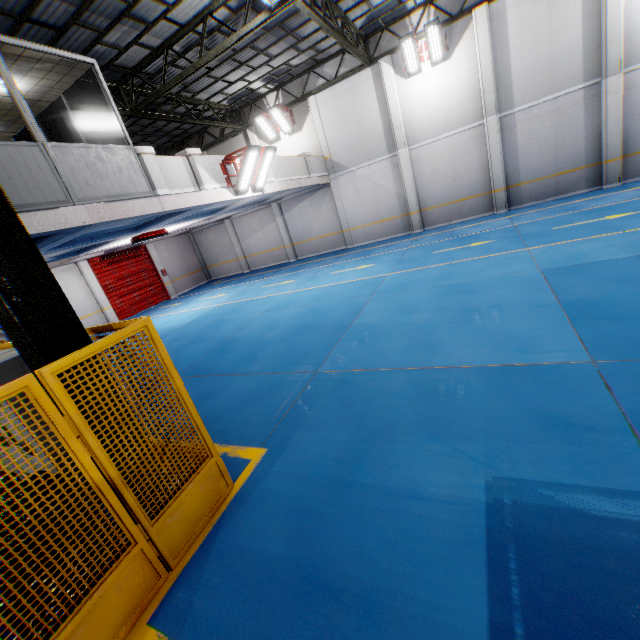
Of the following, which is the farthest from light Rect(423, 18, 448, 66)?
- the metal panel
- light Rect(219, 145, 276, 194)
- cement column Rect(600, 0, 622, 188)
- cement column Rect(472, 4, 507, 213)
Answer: the metal panel

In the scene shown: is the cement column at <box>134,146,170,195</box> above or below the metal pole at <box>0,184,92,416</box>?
above

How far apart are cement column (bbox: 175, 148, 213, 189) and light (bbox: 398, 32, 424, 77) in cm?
1000

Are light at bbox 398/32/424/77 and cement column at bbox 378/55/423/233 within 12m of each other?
yes

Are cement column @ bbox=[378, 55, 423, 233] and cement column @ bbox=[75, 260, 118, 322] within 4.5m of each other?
no

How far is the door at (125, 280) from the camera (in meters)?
18.23

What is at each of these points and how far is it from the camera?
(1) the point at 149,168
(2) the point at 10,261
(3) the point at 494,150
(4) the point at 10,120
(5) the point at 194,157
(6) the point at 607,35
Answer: (1) cement column, 8.1m
(2) metal pole, 2.8m
(3) cement column, 14.3m
(4) cieling, 8.4m
(5) cement column, 9.4m
(6) cement column, 11.6m

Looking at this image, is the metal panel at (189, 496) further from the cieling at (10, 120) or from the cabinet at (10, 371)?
the cieling at (10, 120)
